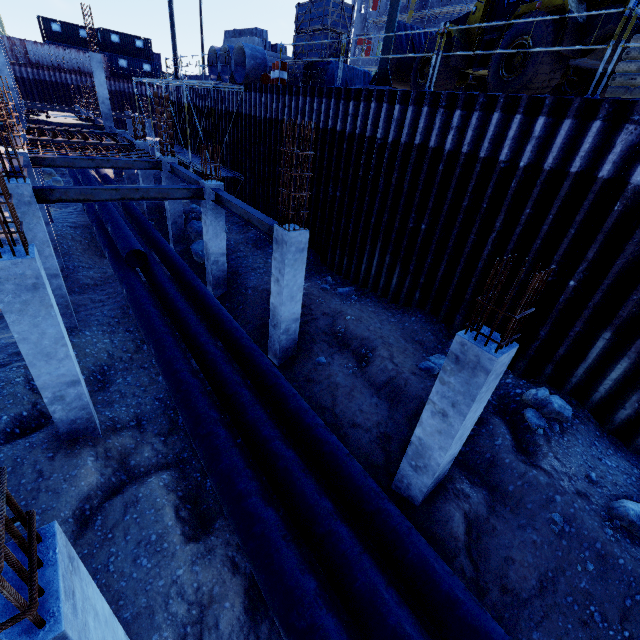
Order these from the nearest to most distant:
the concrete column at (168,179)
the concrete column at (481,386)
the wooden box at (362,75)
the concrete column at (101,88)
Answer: the concrete column at (481,386) < the wooden box at (362,75) < the concrete column at (168,179) < the concrete column at (101,88)

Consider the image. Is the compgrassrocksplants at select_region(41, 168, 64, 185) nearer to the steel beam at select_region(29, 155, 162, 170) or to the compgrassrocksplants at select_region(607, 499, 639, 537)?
the steel beam at select_region(29, 155, 162, 170)

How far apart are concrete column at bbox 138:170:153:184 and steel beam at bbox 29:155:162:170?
4.5m

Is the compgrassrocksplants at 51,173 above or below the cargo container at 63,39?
below

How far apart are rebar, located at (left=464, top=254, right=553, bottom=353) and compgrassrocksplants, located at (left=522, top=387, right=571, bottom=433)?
3.4 meters

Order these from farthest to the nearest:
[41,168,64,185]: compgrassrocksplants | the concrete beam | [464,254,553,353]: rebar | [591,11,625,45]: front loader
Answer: [41,168,64,185]: compgrassrocksplants < the concrete beam < [591,11,625,45]: front loader < [464,254,553,353]: rebar

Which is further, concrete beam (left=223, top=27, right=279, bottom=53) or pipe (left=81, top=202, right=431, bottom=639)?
concrete beam (left=223, top=27, right=279, bottom=53)

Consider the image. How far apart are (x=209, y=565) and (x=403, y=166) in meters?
10.7 m
